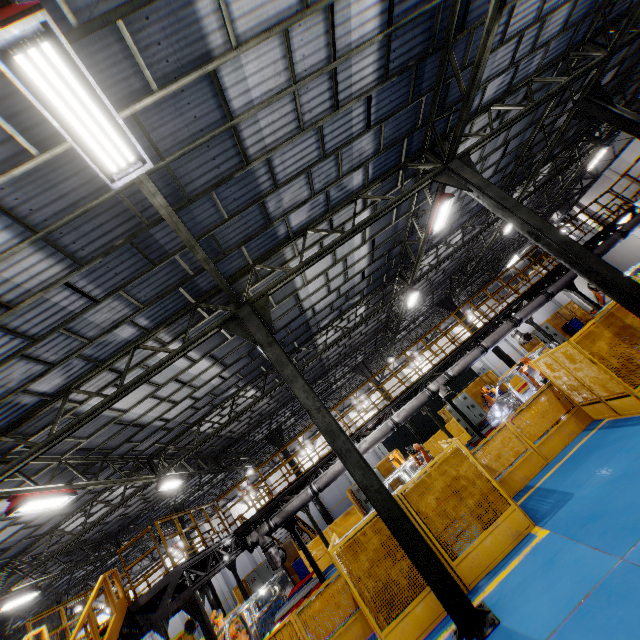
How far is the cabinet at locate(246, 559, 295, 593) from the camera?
18.9 meters

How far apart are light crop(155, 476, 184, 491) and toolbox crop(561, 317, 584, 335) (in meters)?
26.36

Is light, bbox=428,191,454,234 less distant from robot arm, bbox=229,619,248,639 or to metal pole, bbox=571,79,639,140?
metal pole, bbox=571,79,639,140

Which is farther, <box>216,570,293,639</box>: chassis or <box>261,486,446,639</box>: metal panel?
<box>216,570,293,639</box>: chassis

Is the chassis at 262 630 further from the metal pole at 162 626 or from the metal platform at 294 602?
the metal platform at 294 602

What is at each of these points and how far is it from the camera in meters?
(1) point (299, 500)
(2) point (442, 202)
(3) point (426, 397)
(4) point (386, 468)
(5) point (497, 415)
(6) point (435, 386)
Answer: (1) vent pipe, 12.1 m
(2) light, 10.7 m
(3) vent pipe, 13.0 m
(4) metal panel, 21.2 m
(5) chassis, 14.3 m
(6) vent pipe, 13.1 m

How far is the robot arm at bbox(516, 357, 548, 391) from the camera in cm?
1278

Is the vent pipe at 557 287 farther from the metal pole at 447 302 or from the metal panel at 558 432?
the metal pole at 447 302
